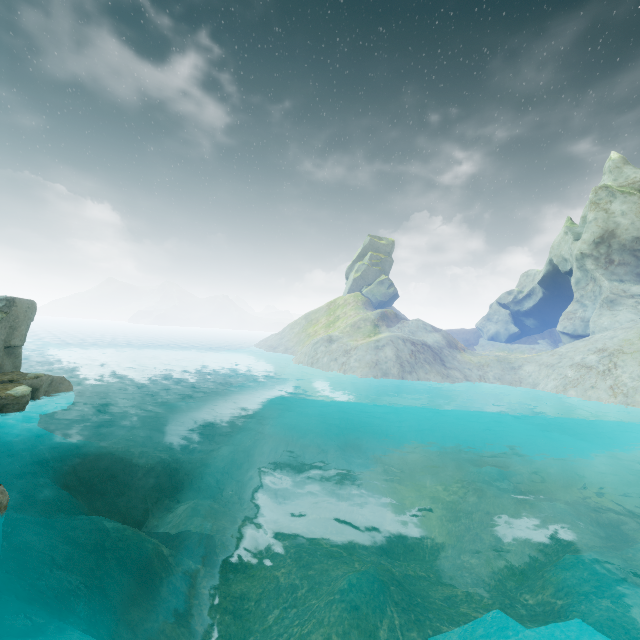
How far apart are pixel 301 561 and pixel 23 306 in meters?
21.4 m
